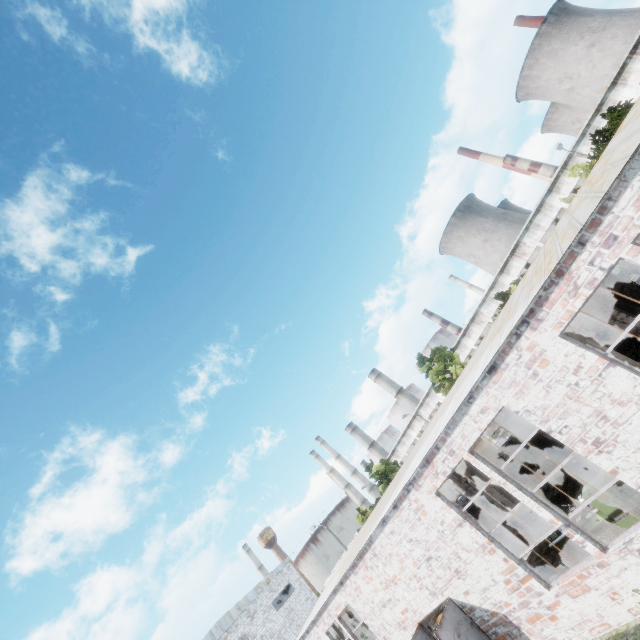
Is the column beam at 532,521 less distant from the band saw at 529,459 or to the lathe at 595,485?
the lathe at 595,485

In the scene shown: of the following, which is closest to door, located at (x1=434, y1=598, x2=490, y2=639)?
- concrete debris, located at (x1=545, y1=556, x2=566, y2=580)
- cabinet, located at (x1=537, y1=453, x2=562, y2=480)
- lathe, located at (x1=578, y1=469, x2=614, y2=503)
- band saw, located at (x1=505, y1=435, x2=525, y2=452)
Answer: concrete debris, located at (x1=545, y1=556, x2=566, y2=580)

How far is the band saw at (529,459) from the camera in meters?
17.4

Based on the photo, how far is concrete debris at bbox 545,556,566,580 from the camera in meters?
9.7 m

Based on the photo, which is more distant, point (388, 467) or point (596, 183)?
point (388, 467)

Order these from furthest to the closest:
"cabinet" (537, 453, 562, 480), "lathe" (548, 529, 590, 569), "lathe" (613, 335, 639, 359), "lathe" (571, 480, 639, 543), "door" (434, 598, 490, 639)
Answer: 1. "cabinet" (537, 453, 562, 480)
2. "lathe" (613, 335, 639, 359)
3. "door" (434, 598, 490, 639)
4. "lathe" (548, 529, 590, 569)
5. "lathe" (571, 480, 639, 543)

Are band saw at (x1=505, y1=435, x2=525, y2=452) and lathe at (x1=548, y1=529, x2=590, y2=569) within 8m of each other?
no

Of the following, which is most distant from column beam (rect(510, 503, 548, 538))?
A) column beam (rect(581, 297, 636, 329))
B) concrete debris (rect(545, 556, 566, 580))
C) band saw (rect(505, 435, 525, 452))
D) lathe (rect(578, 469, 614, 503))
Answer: column beam (rect(581, 297, 636, 329))
